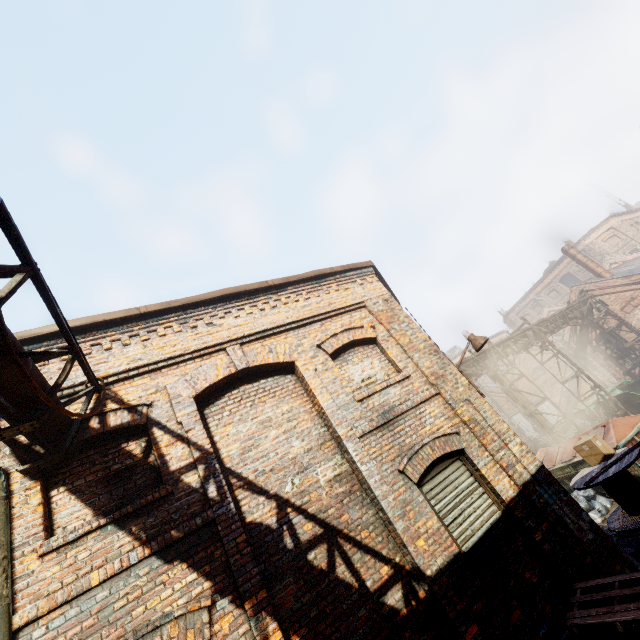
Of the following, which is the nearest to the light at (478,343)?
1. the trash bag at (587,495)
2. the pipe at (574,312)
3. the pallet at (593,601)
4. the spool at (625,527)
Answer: the spool at (625,527)

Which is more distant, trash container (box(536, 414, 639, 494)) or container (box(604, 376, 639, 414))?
container (box(604, 376, 639, 414))

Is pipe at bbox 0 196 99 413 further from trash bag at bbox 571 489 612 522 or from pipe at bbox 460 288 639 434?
trash bag at bbox 571 489 612 522

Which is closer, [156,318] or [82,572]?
[82,572]

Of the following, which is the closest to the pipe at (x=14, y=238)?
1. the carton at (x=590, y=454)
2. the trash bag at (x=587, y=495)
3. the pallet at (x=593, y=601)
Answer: the pallet at (x=593, y=601)

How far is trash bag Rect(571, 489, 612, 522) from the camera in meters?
9.7

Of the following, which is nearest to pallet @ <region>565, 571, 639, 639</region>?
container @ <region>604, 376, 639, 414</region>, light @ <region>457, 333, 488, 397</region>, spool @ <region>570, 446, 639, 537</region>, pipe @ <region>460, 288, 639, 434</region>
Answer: spool @ <region>570, 446, 639, 537</region>

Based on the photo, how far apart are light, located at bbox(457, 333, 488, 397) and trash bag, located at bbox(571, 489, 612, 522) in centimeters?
662cm
